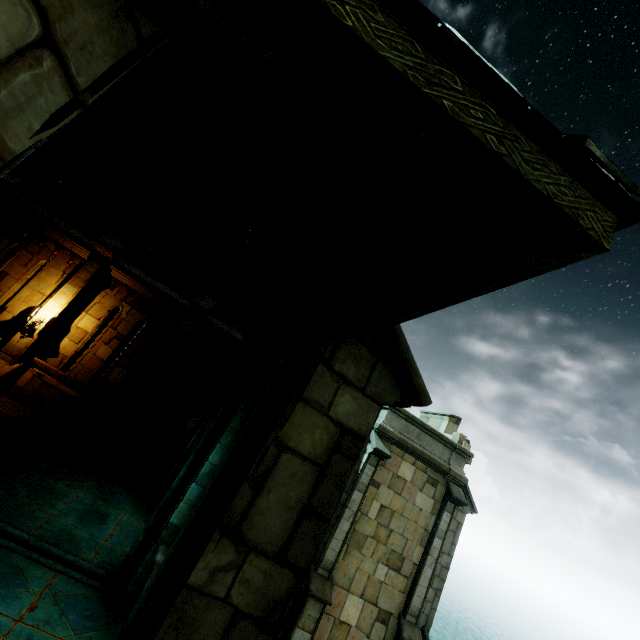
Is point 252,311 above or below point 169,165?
below

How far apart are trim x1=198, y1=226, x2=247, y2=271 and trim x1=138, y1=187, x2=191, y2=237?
0.2 meters

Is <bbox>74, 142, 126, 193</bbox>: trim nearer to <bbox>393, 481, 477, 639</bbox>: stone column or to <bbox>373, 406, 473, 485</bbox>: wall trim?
<bbox>373, 406, 473, 485</bbox>: wall trim

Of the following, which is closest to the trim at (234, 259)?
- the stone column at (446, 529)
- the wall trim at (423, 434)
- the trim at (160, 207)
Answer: the trim at (160, 207)

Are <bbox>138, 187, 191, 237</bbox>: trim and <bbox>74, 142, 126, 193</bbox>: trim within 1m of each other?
yes

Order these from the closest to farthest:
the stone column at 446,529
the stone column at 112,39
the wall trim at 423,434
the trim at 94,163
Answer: the stone column at 112,39
the trim at 94,163
the stone column at 446,529
the wall trim at 423,434

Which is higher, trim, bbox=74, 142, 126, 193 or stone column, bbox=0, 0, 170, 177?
trim, bbox=74, 142, 126, 193

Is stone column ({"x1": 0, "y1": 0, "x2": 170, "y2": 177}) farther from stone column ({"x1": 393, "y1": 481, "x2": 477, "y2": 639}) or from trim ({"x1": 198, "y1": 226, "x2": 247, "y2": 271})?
stone column ({"x1": 393, "y1": 481, "x2": 477, "y2": 639})
